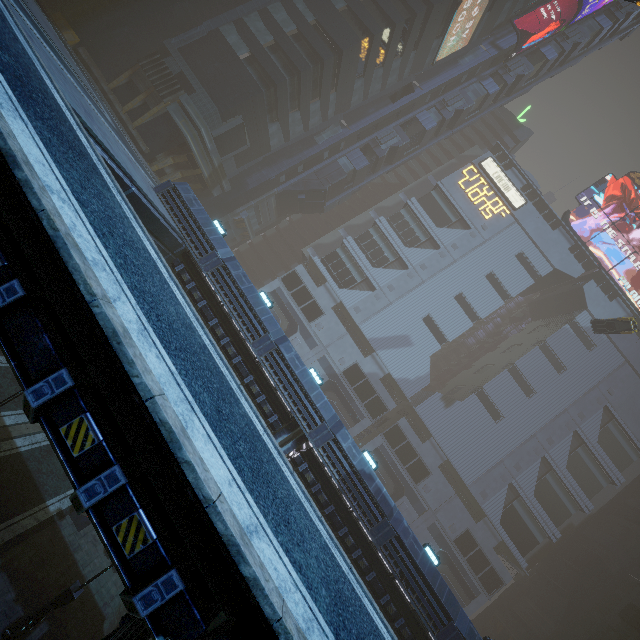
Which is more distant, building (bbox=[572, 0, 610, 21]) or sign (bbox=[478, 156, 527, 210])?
sign (bbox=[478, 156, 527, 210])

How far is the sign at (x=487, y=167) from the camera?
49.78m

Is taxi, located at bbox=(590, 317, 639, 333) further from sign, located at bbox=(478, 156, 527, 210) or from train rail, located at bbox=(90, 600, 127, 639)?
train rail, located at bbox=(90, 600, 127, 639)

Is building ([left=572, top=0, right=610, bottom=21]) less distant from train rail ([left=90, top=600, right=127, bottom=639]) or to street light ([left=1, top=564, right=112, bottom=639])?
train rail ([left=90, top=600, right=127, bottom=639])

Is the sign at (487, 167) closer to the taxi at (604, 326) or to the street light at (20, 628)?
the taxi at (604, 326)

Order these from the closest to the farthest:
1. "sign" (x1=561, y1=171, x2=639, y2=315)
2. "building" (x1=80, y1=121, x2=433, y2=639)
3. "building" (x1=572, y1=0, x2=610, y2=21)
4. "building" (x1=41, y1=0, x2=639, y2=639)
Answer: "building" (x1=80, y1=121, x2=433, y2=639) < "building" (x1=41, y1=0, x2=639, y2=639) < "building" (x1=572, y1=0, x2=610, y2=21) < "sign" (x1=561, y1=171, x2=639, y2=315)

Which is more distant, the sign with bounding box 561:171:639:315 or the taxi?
the sign with bounding box 561:171:639:315

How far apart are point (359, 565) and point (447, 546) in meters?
31.7
